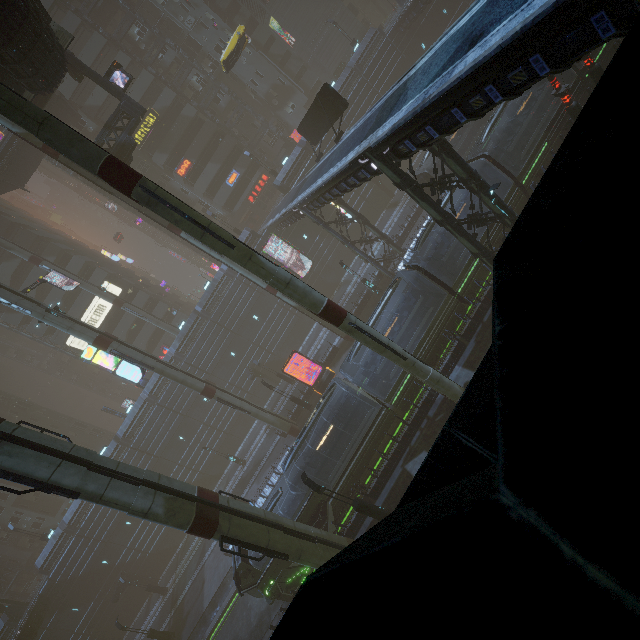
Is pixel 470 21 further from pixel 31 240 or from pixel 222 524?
pixel 31 240

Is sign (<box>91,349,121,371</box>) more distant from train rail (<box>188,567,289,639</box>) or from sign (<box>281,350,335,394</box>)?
train rail (<box>188,567,289,639</box>)

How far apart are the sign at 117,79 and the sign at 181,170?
20.2 meters

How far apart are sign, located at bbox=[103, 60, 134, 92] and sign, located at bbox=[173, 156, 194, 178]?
20.16m

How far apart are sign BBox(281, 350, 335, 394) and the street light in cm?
1368

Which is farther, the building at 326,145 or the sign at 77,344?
the building at 326,145

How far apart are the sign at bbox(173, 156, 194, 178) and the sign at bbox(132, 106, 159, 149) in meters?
4.3

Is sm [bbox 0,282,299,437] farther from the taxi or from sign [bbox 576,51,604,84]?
sign [bbox 576,51,604,84]
